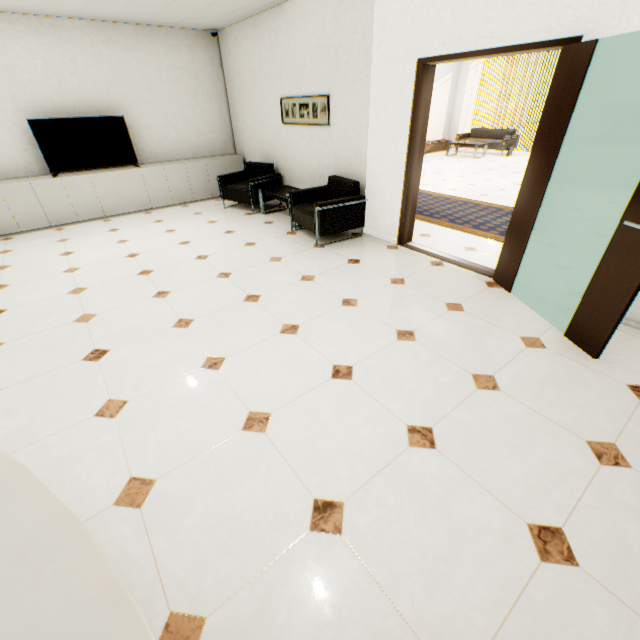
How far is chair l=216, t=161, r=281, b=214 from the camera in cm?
600

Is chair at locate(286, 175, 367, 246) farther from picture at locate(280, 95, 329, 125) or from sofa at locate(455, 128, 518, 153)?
sofa at locate(455, 128, 518, 153)

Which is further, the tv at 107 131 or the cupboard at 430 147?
the cupboard at 430 147

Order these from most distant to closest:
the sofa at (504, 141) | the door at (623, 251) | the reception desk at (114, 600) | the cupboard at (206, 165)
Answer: the sofa at (504, 141)
the cupboard at (206, 165)
the door at (623, 251)
the reception desk at (114, 600)

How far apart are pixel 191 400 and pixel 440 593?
1.82m

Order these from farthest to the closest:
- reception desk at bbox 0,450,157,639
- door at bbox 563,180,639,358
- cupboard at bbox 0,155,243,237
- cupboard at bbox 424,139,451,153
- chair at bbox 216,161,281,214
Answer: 1. cupboard at bbox 424,139,451,153
2. chair at bbox 216,161,281,214
3. cupboard at bbox 0,155,243,237
4. door at bbox 563,180,639,358
5. reception desk at bbox 0,450,157,639

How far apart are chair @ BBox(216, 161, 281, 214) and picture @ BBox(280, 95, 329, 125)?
0.8m

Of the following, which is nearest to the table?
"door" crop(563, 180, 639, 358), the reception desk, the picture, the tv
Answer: the picture
